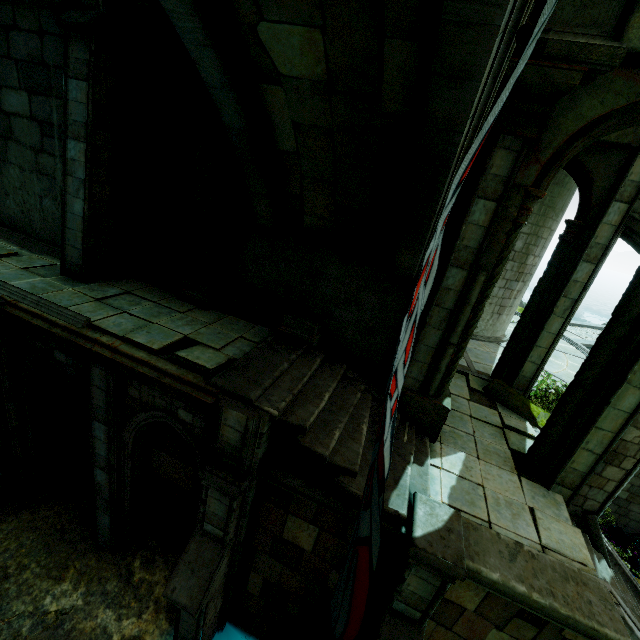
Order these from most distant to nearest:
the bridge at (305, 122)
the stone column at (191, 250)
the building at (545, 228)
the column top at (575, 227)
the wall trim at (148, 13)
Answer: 1. the building at (545, 228)
2. the column top at (575, 227)
3. the stone column at (191, 250)
4. the wall trim at (148, 13)
5. the bridge at (305, 122)

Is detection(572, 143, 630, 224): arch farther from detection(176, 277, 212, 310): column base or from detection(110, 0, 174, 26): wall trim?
detection(176, 277, 212, 310): column base

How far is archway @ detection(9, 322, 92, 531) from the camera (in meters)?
6.24

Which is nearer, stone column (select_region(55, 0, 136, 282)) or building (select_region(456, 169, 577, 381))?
stone column (select_region(55, 0, 136, 282))

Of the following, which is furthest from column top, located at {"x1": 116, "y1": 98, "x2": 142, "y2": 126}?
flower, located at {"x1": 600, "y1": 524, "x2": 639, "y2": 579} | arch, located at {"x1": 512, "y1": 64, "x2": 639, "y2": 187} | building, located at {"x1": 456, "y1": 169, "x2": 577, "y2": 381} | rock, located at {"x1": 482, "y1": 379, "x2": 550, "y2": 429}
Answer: flower, located at {"x1": 600, "y1": 524, "x2": 639, "y2": 579}

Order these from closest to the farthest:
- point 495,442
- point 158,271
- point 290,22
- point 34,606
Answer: point 290,22
point 34,606
point 495,442
point 158,271

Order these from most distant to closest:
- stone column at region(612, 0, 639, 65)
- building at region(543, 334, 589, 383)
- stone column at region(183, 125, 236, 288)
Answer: building at region(543, 334, 589, 383), stone column at region(183, 125, 236, 288), stone column at region(612, 0, 639, 65)

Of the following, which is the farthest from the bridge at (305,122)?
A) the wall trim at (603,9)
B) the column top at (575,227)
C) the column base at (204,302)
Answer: the column top at (575,227)
